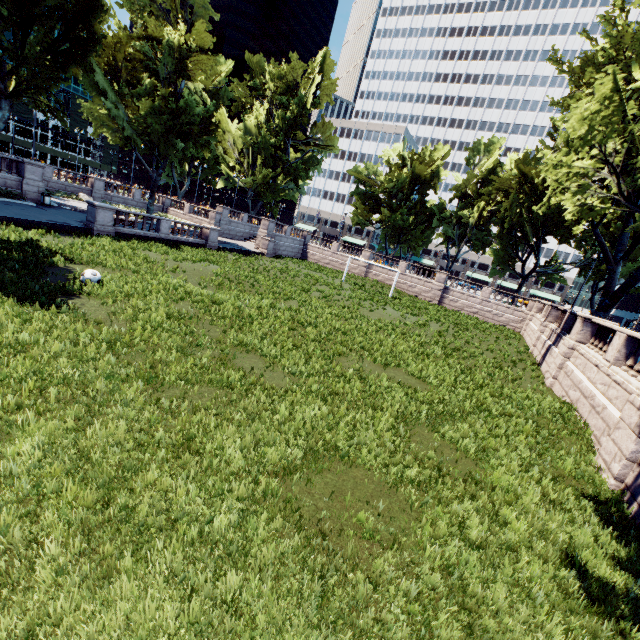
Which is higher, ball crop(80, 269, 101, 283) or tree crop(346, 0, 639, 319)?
tree crop(346, 0, 639, 319)

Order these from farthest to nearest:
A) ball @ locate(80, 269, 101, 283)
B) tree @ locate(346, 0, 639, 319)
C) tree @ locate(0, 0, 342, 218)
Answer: tree @ locate(0, 0, 342, 218)
tree @ locate(346, 0, 639, 319)
ball @ locate(80, 269, 101, 283)

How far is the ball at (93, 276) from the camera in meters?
12.4

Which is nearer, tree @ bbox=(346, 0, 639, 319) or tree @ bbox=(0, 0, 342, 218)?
tree @ bbox=(346, 0, 639, 319)

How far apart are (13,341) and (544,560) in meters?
11.4

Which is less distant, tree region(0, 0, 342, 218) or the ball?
the ball

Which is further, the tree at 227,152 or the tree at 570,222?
the tree at 227,152
